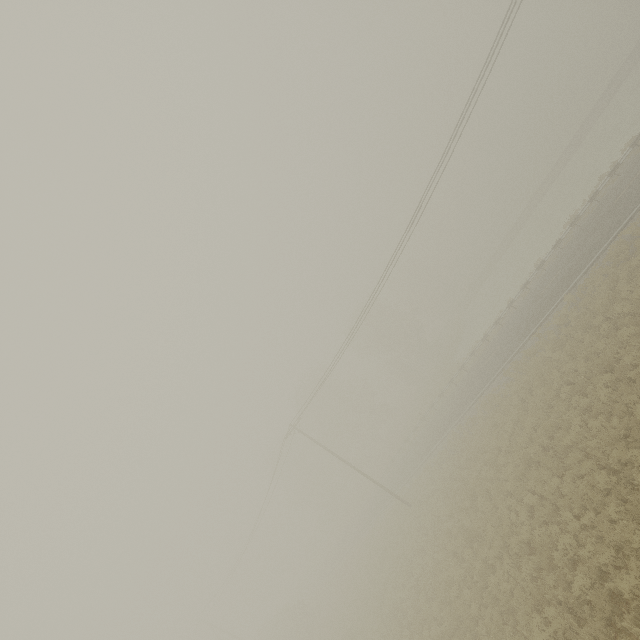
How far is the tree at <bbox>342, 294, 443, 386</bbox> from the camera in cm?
5128

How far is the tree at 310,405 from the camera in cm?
5131

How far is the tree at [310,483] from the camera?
55.72m

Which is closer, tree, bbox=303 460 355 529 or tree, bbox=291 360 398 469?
tree, bbox=291 360 398 469

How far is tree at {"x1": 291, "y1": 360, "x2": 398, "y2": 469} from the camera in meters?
51.3

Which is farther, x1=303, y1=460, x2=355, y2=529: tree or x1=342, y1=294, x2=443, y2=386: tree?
x1=303, y1=460, x2=355, y2=529: tree

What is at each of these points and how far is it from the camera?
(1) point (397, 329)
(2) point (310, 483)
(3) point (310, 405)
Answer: (1) tree, 54.0m
(2) tree, 56.2m
(3) tree, 51.9m
